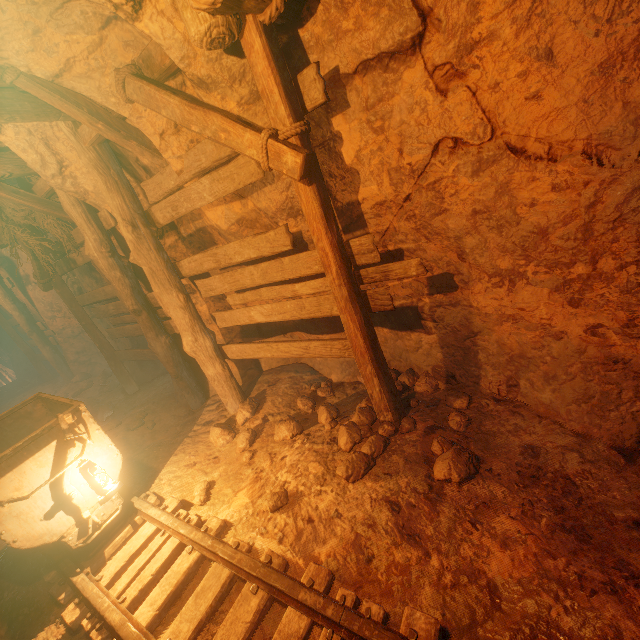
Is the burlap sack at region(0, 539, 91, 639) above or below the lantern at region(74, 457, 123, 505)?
below

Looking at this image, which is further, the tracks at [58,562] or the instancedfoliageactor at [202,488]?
the instancedfoliageactor at [202,488]

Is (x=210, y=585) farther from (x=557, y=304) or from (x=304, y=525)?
(x=557, y=304)

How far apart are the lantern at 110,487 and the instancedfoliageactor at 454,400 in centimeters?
325cm

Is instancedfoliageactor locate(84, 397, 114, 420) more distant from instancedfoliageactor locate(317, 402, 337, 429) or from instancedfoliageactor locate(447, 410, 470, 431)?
instancedfoliageactor locate(447, 410, 470, 431)

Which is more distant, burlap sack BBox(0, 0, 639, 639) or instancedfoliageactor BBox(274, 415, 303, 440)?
instancedfoliageactor BBox(274, 415, 303, 440)

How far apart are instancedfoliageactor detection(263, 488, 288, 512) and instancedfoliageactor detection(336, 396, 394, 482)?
0.55m

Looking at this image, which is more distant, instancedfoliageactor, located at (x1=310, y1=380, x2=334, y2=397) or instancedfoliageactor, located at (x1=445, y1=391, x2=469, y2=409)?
instancedfoliageactor, located at (x1=310, y1=380, x2=334, y2=397)
